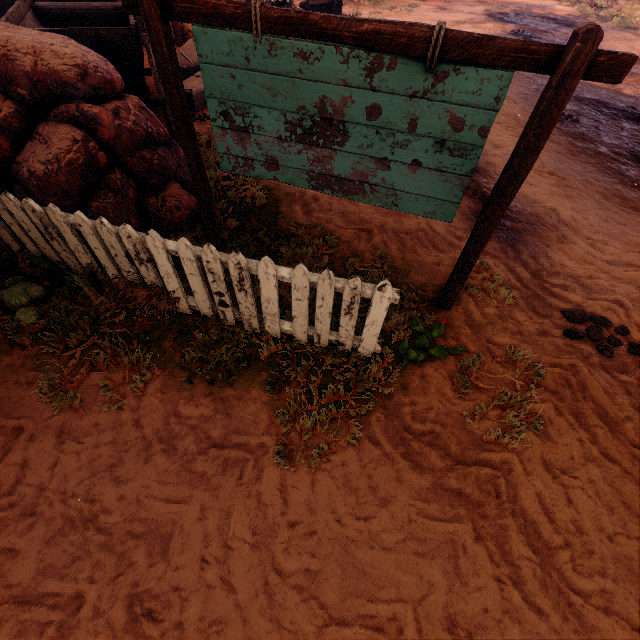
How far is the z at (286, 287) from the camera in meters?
3.3

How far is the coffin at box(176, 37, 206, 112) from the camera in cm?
651

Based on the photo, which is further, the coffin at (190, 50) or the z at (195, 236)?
the coffin at (190, 50)

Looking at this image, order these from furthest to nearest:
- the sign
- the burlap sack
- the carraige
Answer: the burlap sack
the carraige
the sign

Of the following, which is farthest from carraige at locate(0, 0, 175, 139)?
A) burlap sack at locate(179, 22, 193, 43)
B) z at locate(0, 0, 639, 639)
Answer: burlap sack at locate(179, 22, 193, 43)

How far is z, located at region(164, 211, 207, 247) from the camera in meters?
3.6

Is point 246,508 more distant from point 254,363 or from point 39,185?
point 39,185

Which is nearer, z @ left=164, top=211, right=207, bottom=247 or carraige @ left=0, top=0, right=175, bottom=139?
z @ left=164, top=211, right=207, bottom=247
